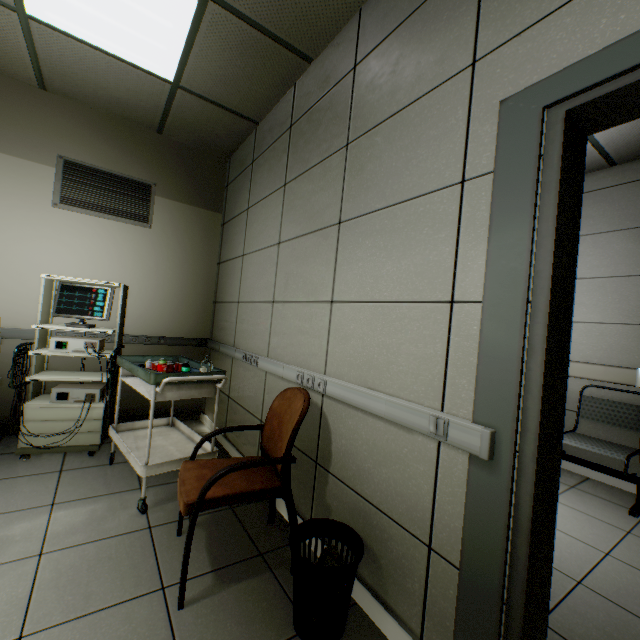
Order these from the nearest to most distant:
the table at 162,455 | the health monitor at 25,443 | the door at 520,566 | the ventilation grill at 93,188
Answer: the door at 520,566 < the table at 162,455 < the health monitor at 25,443 < the ventilation grill at 93,188

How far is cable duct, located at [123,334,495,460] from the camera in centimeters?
111cm

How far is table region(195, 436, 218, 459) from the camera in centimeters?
227cm

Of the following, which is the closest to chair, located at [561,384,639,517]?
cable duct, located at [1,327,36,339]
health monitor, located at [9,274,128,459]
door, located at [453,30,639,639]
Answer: door, located at [453,30,639,639]

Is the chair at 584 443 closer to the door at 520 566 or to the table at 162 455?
the door at 520 566

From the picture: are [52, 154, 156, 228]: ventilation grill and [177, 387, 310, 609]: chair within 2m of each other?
no

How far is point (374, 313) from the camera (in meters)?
1.65

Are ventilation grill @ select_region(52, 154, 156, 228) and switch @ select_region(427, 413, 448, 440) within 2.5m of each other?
no
